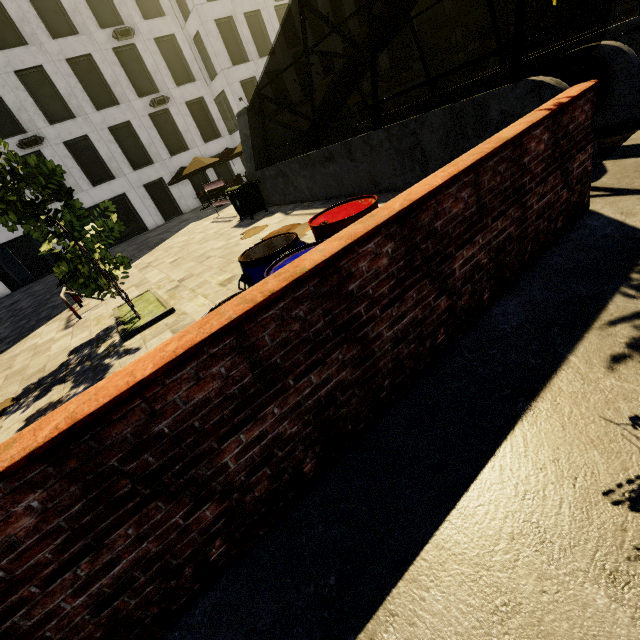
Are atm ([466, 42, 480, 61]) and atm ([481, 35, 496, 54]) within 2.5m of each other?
yes

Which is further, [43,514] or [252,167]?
[252,167]

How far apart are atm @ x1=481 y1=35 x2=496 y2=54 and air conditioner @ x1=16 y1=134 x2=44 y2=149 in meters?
43.8

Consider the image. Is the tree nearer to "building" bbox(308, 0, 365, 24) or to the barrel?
the barrel

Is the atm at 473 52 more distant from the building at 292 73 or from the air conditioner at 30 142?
the air conditioner at 30 142

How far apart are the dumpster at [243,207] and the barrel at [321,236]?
8.2 meters

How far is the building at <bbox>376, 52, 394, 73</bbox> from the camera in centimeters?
3331cm

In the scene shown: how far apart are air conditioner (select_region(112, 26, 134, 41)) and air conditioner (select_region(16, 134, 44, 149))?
8.1 meters
